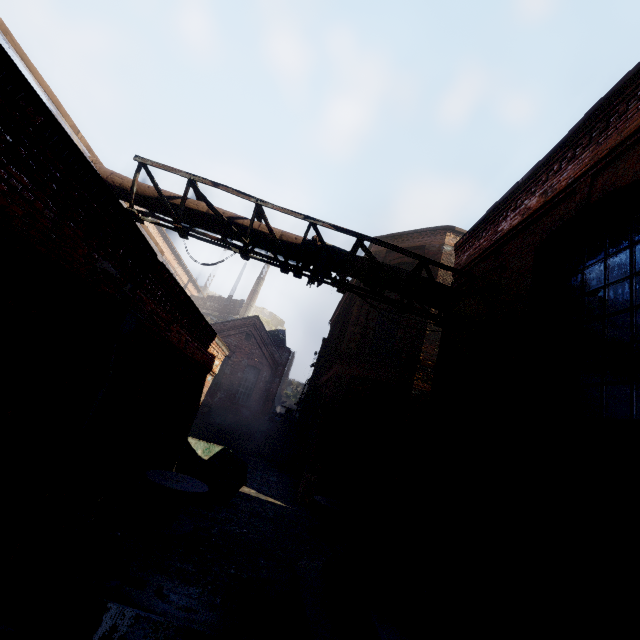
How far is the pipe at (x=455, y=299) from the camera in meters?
6.6

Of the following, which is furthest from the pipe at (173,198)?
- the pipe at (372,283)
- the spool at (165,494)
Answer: the spool at (165,494)

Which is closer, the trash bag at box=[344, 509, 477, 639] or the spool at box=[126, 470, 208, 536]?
the trash bag at box=[344, 509, 477, 639]

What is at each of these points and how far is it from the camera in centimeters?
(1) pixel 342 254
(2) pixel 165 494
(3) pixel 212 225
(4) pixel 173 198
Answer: (1) pipe, 657cm
(2) spool, 756cm
(3) pipe, 658cm
(4) pipe, 655cm

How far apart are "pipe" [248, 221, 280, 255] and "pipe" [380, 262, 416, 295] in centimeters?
108cm

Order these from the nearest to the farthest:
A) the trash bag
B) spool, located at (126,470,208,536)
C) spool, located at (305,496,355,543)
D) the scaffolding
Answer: the trash bag < the scaffolding < spool, located at (126,470,208,536) < spool, located at (305,496,355,543)

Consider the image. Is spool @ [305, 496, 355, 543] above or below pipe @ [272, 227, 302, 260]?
below

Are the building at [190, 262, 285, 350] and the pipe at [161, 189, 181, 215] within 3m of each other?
no
